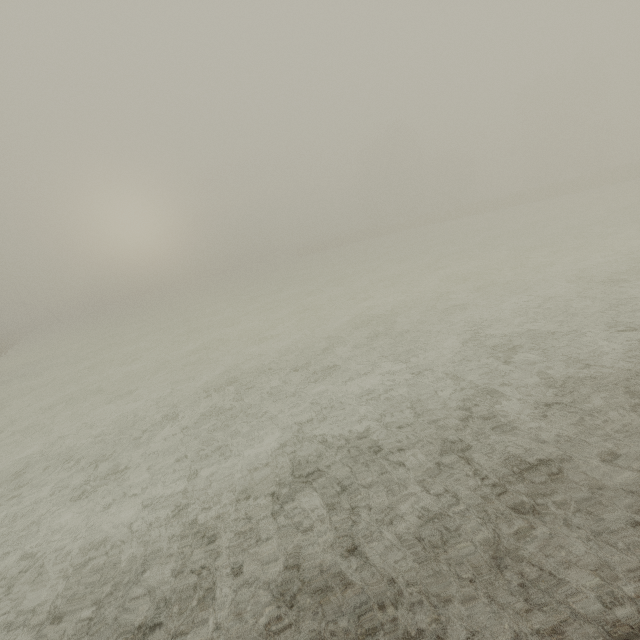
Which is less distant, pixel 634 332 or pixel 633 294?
pixel 634 332
